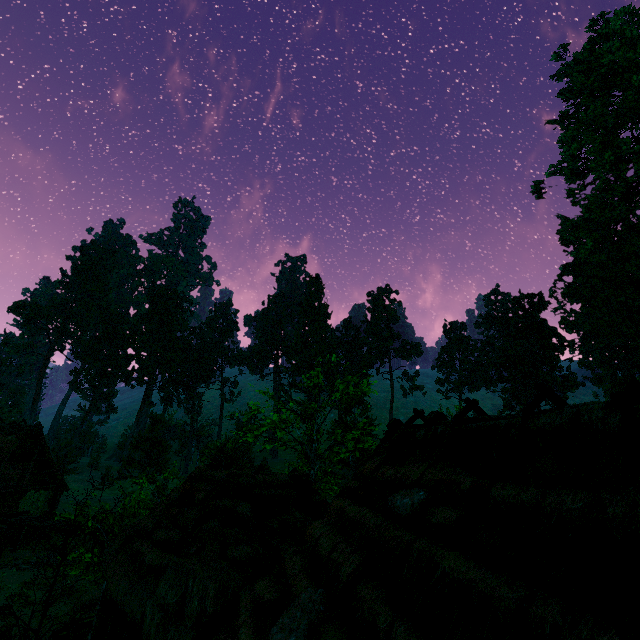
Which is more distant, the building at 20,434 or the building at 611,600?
the building at 20,434

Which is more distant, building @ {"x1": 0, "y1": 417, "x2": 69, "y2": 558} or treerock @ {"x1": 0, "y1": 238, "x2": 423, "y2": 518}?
treerock @ {"x1": 0, "y1": 238, "x2": 423, "y2": 518}

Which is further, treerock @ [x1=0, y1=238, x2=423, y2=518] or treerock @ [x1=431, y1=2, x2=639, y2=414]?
treerock @ [x1=431, y1=2, x2=639, y2=414]

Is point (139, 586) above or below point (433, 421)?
below

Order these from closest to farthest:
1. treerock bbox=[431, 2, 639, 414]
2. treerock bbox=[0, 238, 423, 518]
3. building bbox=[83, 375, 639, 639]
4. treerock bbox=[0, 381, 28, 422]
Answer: building bbox=[83, 375, 639, 639], treerock bbox=[0, 238, 423, 518], treerock bbox=[431, 2, 639, 414], treerock bbox=[0, 381, 28, 422]

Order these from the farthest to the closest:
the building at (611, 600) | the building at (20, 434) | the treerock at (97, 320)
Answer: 1. the treerock at (97, 320)
2. the building at (20, 434)
3. the building at (611, 600)

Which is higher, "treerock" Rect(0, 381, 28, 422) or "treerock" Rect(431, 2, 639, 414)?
"treerock" Rect(431, 2, 639, 414)
